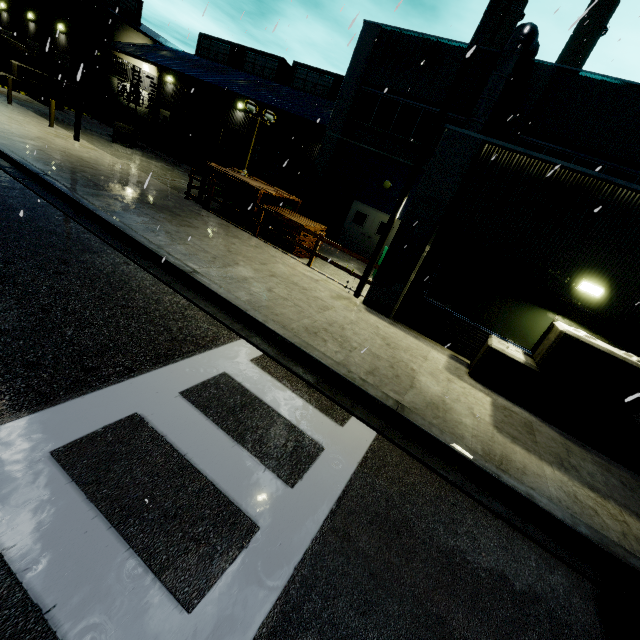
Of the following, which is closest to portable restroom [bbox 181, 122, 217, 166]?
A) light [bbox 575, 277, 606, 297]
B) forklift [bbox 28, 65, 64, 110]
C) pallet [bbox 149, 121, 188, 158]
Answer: pallet [bbox 149, 121, 188, 158]

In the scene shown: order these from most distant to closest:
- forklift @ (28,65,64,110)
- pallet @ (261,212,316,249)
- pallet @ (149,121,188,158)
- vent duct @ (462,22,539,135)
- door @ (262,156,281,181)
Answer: door @ (262,156,281,181), pallet @ (149,121,188,158), forklift @ (28,65,64,110), vent duct @ (462,22,539,135), pallet @ (261,212,316,249)

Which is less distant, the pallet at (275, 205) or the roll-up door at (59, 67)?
the pallet at (275, 205)

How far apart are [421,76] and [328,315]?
14.15m

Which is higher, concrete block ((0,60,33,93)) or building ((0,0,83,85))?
building ((0,0,83,85))

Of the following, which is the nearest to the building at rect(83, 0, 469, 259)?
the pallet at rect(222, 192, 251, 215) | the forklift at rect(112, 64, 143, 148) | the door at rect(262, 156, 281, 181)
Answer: the door at rect(262, 156, 281, 181)

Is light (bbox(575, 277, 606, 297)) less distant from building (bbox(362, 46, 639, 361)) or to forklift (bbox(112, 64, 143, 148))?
building (bbox(362, 46, 639, 361))

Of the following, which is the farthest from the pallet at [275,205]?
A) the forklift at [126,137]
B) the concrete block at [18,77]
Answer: the concrete block at [18,77]
